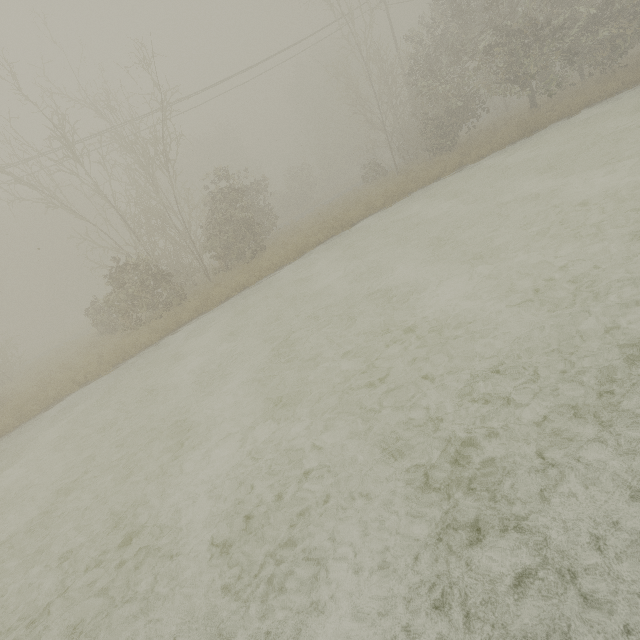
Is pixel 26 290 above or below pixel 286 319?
above
